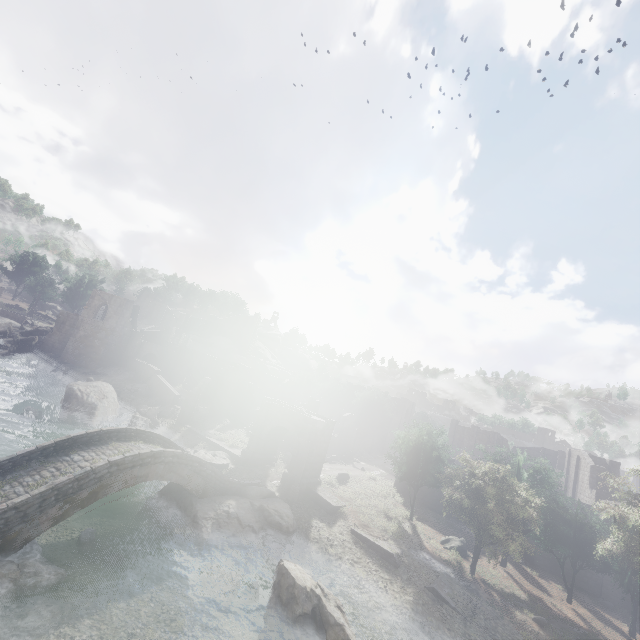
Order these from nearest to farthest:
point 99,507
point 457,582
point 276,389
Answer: point 99,507 < point 457,582 < point 276,389

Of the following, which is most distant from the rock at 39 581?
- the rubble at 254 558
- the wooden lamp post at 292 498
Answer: the wooden lamp post at 292 498

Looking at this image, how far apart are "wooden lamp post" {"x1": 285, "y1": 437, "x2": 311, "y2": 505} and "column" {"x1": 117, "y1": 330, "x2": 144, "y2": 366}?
36.4 meters

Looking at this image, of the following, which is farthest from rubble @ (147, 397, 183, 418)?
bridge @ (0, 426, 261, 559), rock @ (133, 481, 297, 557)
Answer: rock @ (133, 481, 297, 557)

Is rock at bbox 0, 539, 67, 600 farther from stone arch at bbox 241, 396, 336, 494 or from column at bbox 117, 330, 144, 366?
column at bbox 117, 330, 144, 366

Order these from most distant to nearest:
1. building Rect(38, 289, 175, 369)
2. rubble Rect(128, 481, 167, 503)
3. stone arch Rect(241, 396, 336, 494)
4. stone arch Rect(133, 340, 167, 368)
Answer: stone arch Rect(133, 340, 167, 368), building Rect(38, 289, 175, 369), stone arch Rect(241, 396, 336, 494), rubble Rect(128, 481, 167, 503)

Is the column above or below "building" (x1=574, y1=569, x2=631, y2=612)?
above

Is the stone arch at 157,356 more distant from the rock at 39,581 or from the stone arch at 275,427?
the rock at 39,581
